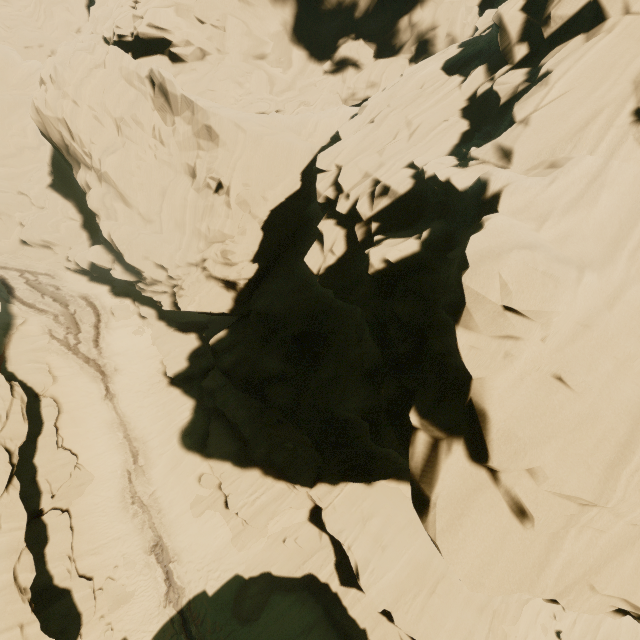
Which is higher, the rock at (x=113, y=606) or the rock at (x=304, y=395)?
the rock at (x=304, y=395)

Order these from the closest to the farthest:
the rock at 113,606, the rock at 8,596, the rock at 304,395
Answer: the rock at 304,395, the rock at 8,596, the rock at 113,606

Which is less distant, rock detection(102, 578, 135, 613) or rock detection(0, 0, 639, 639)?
rock detection(0, 0, 639, 639)

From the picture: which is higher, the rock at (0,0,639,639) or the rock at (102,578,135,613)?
the rock at (0,0,639,639)

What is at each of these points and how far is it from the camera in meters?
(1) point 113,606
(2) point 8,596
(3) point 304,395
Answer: (1) rock, 16.4 m
(2) rock, 11.7 m
(3) rock, 16.5 m

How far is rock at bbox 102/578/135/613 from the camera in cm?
1638
